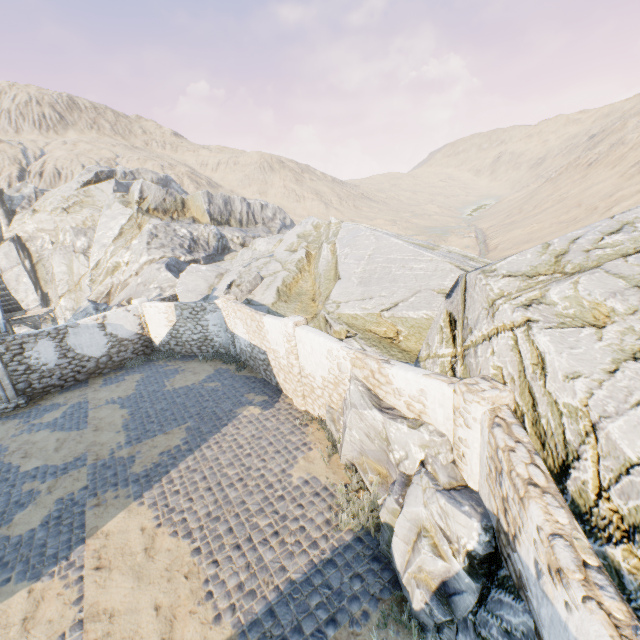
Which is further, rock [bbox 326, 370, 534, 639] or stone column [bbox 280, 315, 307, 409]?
stone column [bbox 280, 315, 307, 409]

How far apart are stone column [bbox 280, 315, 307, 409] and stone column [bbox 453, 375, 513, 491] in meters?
5.6 m

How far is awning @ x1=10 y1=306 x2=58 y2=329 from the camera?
17.11m

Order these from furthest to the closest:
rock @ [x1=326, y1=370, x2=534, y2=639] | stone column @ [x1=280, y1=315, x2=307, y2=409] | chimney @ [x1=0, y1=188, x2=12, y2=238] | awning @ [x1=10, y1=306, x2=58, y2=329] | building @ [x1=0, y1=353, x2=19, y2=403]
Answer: chimney @ [x1=0, y1=188, x2=12, y2=238], awning @ [x1=10, y1=306, x2=58, y2=329], building @ [x1=0, y1=353, x2=19, y2=403], stone column @ [x1=280, y1=315, x2=307, y2=409], rock @ [x1=326, y1=370, x2=534, y2=639]

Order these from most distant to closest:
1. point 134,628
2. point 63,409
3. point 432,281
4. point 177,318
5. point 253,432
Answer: point 177,318 → point 63,409 → point 432,281 → point 253,432 → point 134,628

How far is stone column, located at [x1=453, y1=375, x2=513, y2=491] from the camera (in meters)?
5.13

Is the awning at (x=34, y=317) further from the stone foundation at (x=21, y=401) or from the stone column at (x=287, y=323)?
the stone column at (x=287, y=323)

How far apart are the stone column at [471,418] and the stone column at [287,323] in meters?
5.6 m
